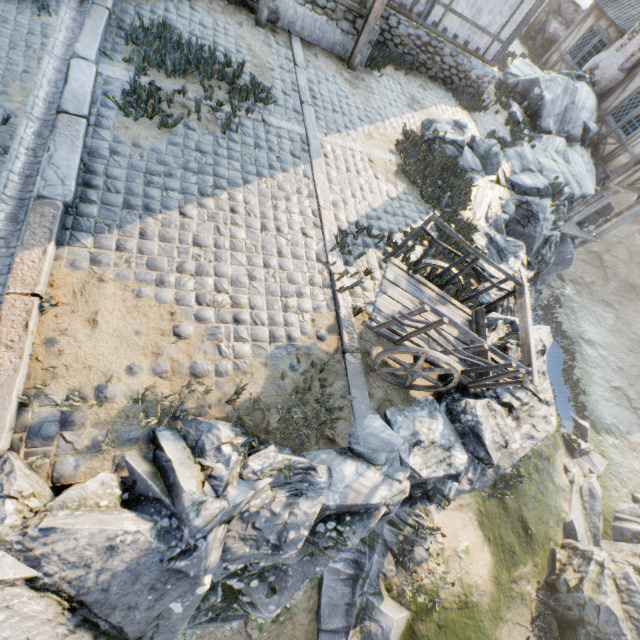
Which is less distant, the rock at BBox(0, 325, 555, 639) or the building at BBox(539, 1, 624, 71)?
the rock at BBox(0, 325, 555, 639)

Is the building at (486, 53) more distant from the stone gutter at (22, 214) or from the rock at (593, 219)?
the stone gutter at (22, 214)

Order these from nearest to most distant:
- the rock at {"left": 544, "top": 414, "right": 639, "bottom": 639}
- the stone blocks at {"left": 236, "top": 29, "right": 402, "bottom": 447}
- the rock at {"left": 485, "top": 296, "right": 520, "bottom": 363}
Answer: the stone blocks at {"left": 236, "top": 29, "right": 402, "bottom": 447}
the rock at {"left": 485, "top": 296, "right": 520, "bottom": 363}
the rock at {"left": 544, "top": 414, "right": 639, "bottom": 639}

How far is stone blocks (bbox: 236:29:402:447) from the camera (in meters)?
4.75

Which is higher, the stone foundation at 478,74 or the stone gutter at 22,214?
the stone foundation at 478,74

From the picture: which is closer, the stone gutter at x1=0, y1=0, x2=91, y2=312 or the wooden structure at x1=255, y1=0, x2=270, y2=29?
the stone gutter at x1=0, y1=0, x2=91, y2=312

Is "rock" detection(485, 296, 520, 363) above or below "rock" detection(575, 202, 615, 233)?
above

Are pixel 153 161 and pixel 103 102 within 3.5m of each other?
yes
